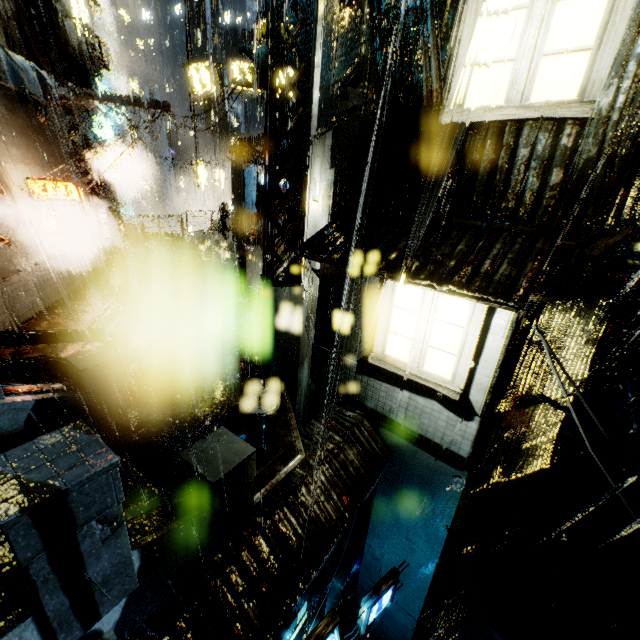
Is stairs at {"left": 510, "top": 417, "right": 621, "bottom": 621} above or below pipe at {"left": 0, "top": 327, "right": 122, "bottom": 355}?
below

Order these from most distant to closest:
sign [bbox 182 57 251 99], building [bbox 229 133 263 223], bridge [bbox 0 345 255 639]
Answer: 1. building [bbox 229 133 263 223]
2. sign [bbox 182 57 251 99]
3. bridge [bbox 0 345 255 639]

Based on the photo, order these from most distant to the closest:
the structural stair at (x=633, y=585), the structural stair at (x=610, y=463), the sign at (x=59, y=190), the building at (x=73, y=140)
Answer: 1. the sign at (x=59, y=190)
2. the building at (x=73, y=140)
3. the structural stair at (x=610, y=463)
4. the structural stair at (x=633, y=585)

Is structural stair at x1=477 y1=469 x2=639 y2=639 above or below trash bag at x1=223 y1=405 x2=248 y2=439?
below

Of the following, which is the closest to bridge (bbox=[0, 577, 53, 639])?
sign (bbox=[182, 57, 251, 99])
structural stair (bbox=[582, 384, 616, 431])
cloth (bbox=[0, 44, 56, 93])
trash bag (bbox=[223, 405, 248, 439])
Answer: trash bag (bbox=[223, 405, 248, 439])

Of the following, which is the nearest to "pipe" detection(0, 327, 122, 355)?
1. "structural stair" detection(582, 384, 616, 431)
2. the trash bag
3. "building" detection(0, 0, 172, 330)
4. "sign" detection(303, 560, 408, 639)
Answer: "building" detection(0, 0, 172, 330)

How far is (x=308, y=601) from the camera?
7.2m

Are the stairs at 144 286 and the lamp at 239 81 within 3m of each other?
no
